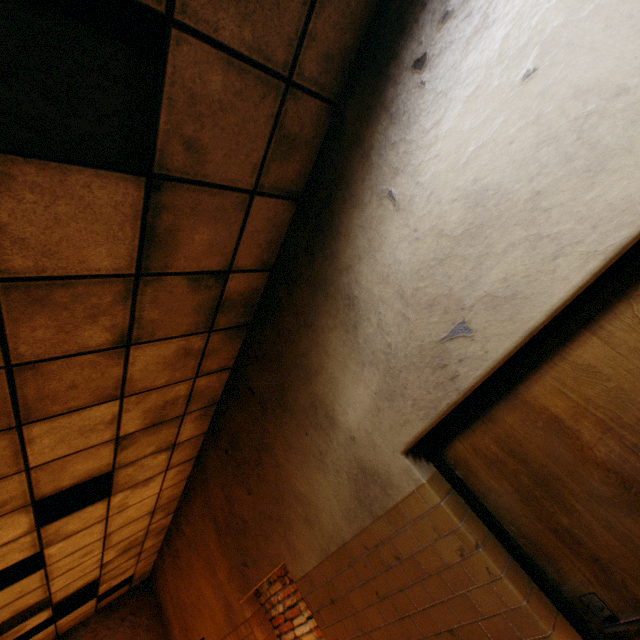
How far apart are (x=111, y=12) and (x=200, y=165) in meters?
0.7 m
